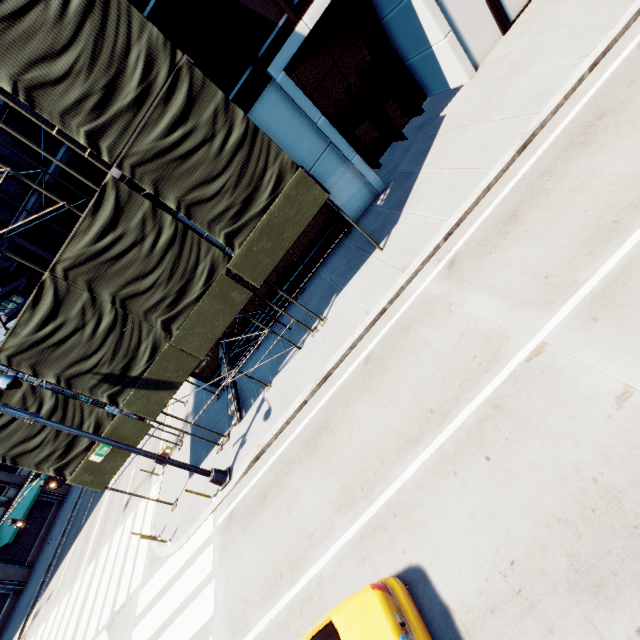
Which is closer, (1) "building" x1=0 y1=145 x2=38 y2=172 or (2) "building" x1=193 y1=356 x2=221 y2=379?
(1) "building" x1=0 y1=145 x2=38 y2=172

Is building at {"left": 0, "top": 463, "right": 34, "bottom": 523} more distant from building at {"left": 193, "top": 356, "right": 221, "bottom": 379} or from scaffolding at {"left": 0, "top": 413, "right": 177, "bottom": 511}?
building at {"left": 193, "top": 356, "right": 221, "bottom": 379}

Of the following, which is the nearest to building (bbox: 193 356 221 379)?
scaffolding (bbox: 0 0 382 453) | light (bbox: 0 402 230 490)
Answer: scaffolding (bbox: 0 0 382 453)

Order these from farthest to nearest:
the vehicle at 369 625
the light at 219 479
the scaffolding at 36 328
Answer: the light at 219 479, the scaffolding at 36 328, the vehicle at 369 625

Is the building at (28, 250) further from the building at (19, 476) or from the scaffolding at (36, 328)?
the building at (19, 476)

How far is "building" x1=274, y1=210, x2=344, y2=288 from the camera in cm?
1420

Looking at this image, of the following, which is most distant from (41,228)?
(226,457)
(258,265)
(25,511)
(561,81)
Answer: (25,511)
